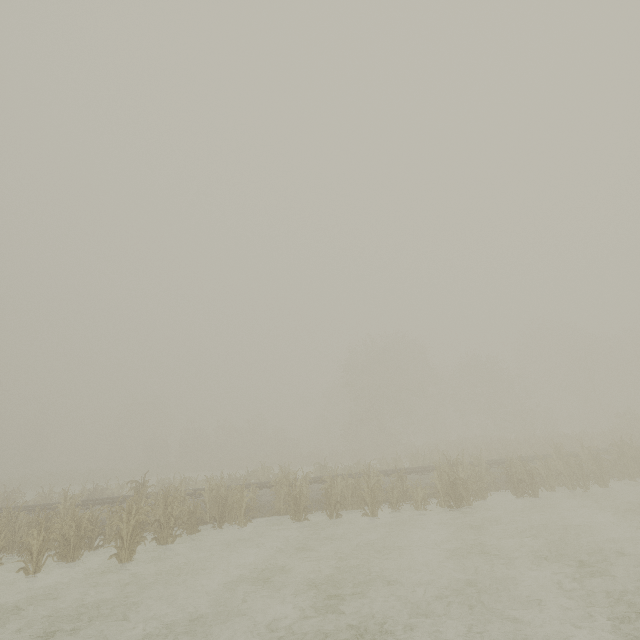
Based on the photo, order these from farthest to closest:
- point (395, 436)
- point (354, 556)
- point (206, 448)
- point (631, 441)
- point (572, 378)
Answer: point (206, 448) → point (572, 378) → point (395, 436) → point (631, 441) → point (354, 556)
